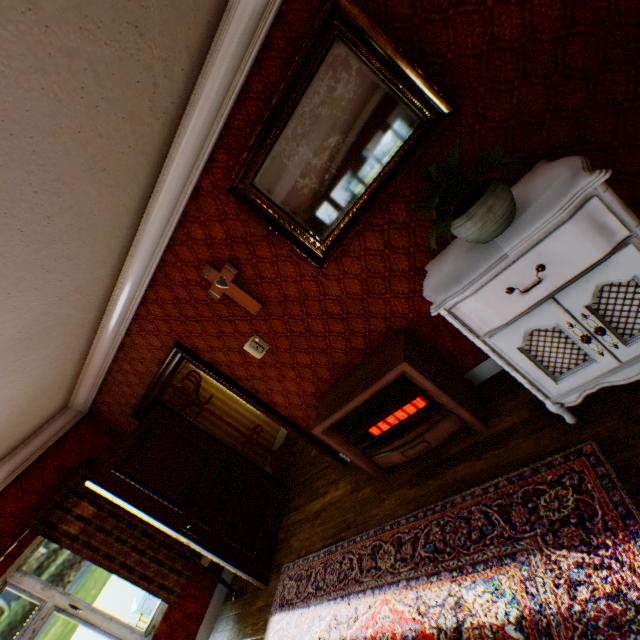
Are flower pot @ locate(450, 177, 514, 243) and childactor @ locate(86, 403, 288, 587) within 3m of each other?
no

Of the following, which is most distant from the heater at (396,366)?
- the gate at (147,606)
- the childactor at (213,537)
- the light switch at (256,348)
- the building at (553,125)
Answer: the gate at (147,606)

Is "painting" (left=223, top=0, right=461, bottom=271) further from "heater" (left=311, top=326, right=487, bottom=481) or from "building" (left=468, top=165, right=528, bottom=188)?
"heater" (left=311, top=326, right=487, bottom=481)

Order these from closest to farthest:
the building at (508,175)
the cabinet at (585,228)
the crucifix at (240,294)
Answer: the cabinet at (585,228) → the building at (508,175) → the crucifix at (240,294)

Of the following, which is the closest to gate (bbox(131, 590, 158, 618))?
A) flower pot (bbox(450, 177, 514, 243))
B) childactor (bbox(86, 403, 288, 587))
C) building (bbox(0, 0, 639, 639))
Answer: building (bbox(0, 0, 639, 639))

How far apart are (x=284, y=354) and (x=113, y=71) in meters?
2.4

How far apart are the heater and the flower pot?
0.94m

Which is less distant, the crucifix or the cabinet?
the cabinet
